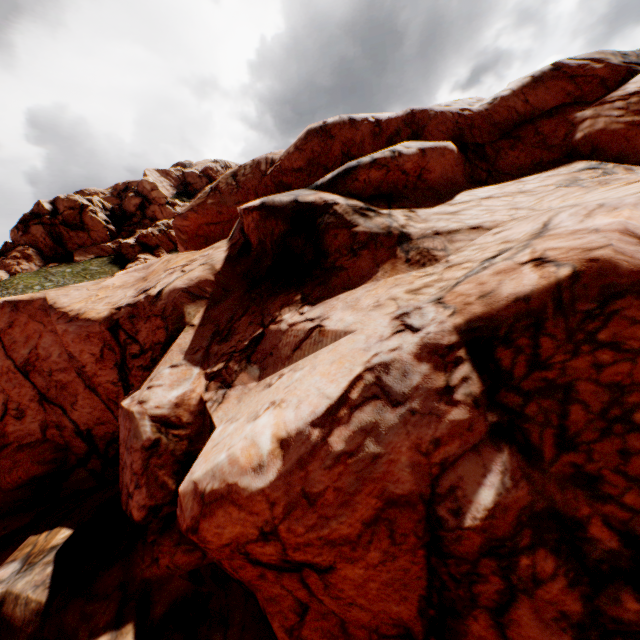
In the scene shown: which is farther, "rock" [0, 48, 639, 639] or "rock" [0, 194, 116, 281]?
"rock" [0, 194, 116, 281]

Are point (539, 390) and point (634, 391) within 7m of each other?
yes

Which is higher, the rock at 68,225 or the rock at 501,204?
the rock at 68,225

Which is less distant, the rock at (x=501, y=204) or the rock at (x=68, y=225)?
the rock at (x=501, y=204)

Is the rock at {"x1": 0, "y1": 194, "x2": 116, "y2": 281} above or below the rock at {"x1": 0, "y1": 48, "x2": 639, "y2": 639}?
above
